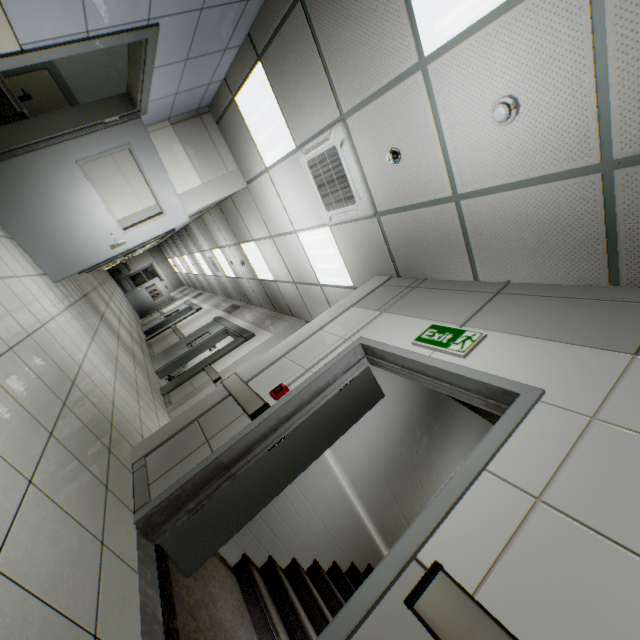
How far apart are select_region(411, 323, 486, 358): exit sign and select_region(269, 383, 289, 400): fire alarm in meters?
1.1 m

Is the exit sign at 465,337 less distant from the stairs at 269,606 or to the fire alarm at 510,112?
the stairs at 269,606

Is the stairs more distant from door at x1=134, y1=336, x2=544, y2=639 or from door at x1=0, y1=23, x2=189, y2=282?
door at x1=0, y1=23, x2=189, y2=282

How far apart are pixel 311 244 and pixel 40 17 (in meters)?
3.50

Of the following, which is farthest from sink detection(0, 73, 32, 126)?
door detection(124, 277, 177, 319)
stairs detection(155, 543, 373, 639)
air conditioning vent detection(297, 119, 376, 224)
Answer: door detection(124, 277, 177, 319)

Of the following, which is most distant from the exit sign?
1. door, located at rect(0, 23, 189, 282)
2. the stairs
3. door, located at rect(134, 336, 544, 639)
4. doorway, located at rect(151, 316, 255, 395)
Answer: doorway, located at rect(151, 316, 255, 395)

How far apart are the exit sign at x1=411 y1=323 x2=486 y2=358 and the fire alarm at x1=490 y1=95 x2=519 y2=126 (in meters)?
1.43

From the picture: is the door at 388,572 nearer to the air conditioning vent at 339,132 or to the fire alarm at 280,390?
the fire alarm at 280,390
